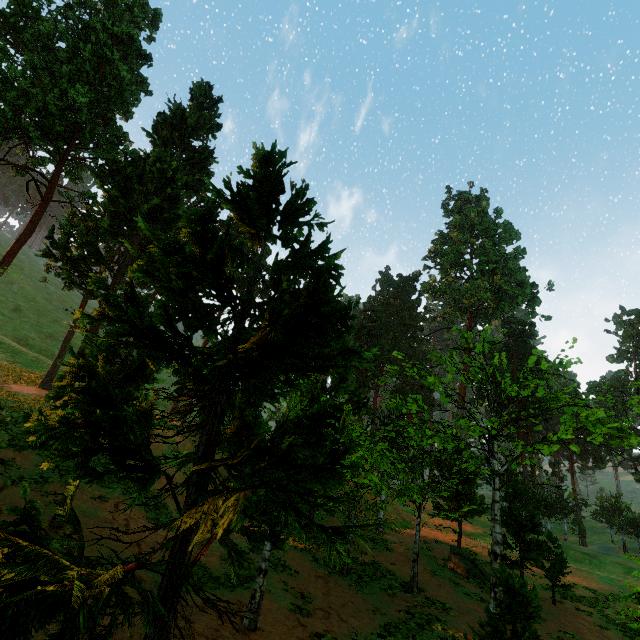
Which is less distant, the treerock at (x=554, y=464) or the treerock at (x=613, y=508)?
the treerock at (x=613, y=508)

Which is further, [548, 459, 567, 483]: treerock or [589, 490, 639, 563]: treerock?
[548, 459, 567, 483]: treerock

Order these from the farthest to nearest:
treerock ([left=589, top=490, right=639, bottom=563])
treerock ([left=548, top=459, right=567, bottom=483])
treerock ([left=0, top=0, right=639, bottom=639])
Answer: treerock ([left=548, top=459, right=567, bottom=483]) → treerock ([left=589, top=490, right=639, bottom=563]) → treerock ([left=0, top=0, right=639, bottom=639])

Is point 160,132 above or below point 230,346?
above

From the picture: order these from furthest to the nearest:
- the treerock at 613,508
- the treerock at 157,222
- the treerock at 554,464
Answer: the treerock at 554,464 < the treerock at 613,508 < the treerock at 157,222

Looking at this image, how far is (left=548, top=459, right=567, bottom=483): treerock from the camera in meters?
51.2 m
